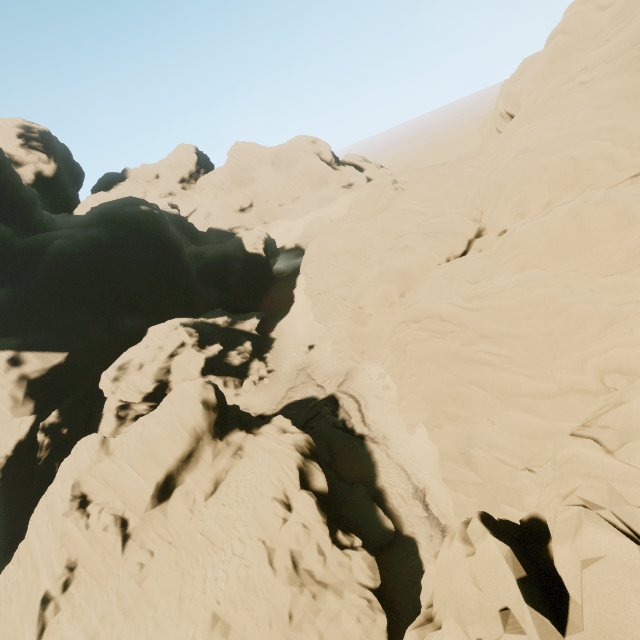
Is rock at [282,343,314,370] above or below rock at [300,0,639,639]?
below

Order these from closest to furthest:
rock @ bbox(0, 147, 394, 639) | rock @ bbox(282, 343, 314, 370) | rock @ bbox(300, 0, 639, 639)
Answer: rock @ bbox(300, 0, 639, 639) < rock @ bbox(0, 147, 394, 639) < rock @ bbox(282, 343, 314, 370)

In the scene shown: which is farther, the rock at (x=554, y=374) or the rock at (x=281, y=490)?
the rock at (x=281, y=490)

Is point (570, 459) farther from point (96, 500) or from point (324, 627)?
point (96, 500)

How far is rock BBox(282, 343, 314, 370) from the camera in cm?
4237

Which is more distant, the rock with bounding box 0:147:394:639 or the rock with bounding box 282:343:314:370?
the rock with bounding box 282:343:314:370

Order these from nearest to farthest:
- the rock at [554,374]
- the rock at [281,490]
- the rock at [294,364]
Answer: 1. the rock at [554,374]
2. the rock at [281,490]
3. the rock at [294,364]
